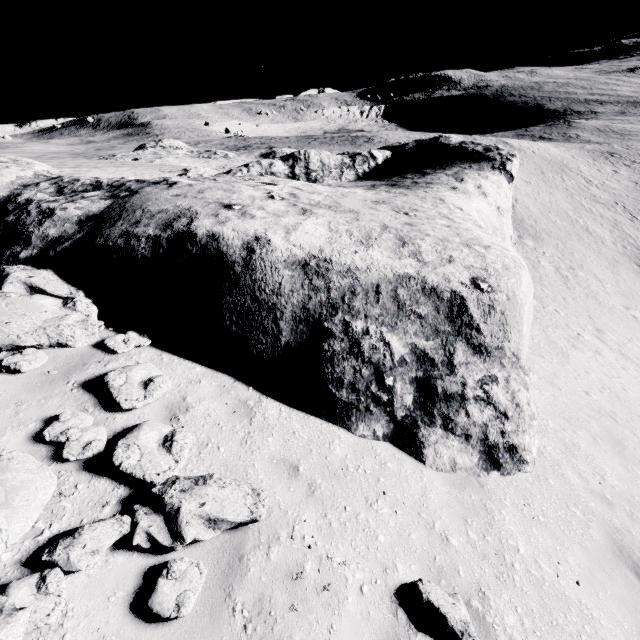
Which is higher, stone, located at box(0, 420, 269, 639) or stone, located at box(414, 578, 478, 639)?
stone, located at box(0, 420, 269, 639)

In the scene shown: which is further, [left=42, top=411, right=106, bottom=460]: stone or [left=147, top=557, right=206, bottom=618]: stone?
[left=42, top=411, right=106, bottom=460]: stone

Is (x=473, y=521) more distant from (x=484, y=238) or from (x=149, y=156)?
(x=149, y=156)

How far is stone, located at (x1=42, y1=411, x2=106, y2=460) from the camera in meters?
4.2 m

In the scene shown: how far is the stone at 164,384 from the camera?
5.0 meters
